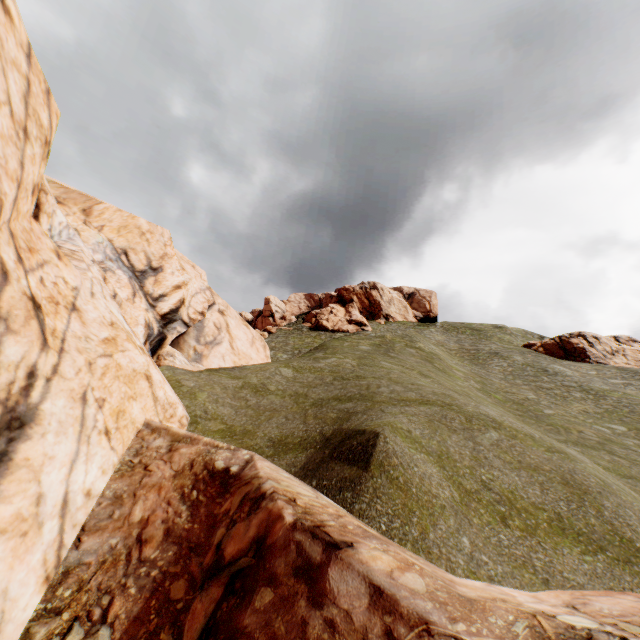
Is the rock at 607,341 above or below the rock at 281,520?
above

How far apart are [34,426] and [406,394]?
10.67m

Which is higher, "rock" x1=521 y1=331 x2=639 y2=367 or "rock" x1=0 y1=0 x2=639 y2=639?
"rock" x1=521 y1=331 x2=639 y2=367

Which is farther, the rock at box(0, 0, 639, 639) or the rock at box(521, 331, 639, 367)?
the rock at box(521, 331, 639, 367)

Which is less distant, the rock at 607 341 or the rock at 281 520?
the rock at 281 520
